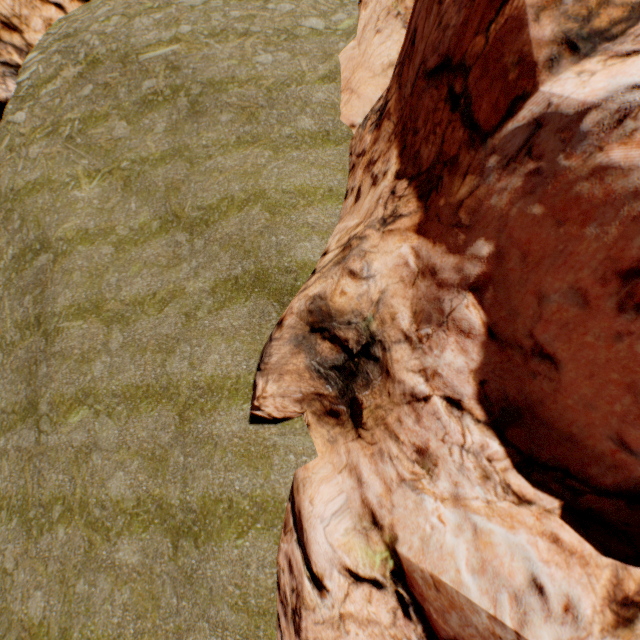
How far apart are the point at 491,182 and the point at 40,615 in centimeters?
1528cm

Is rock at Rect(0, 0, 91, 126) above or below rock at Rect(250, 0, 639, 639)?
above

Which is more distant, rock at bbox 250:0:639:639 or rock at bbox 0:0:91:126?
rock at bbox 0:0:91:126

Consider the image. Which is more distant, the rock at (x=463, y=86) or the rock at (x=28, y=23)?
the rock at (x=28, y=23)

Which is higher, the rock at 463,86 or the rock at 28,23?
the rock at 28,23
